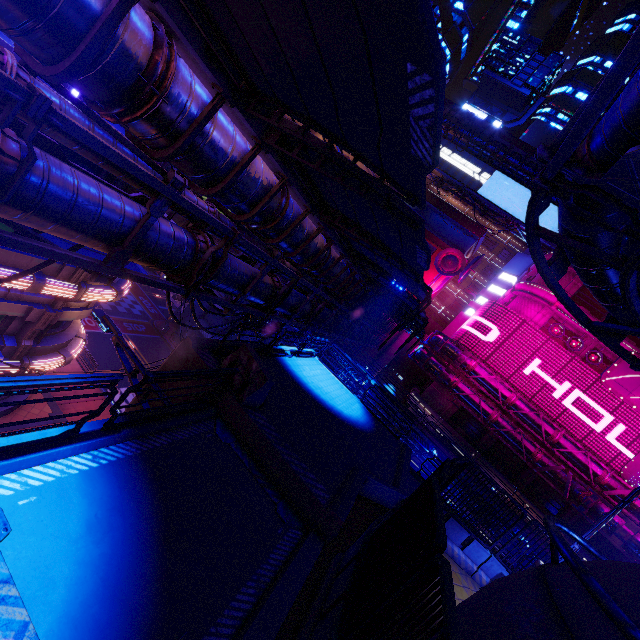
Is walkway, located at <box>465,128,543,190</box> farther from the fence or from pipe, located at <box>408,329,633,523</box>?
the fence

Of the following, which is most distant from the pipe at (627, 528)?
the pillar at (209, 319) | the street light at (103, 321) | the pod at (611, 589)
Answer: the pillar at (209, 319)

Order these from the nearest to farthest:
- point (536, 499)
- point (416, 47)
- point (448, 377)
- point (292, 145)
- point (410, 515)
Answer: point (416, 47) < point (410, 515) < point (292, 145) < point (536, 499) < point (448, 377)

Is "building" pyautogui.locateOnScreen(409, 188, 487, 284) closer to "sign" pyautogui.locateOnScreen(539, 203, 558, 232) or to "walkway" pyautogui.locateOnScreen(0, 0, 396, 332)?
"walkway" pyautogui.locateOnScreen(0, 0, 396, 332)

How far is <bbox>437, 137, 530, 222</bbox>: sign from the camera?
43.2 meters

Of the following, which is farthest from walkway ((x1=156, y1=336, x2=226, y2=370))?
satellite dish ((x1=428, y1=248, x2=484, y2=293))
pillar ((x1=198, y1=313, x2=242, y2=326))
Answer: satellite dish ((x1=428, y1=248, x2=484, y2=293))

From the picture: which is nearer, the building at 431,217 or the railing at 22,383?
the railing at 22,383

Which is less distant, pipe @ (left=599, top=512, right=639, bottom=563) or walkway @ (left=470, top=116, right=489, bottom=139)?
pipe @ (left=599, top=512, right=639, bottom=563)
